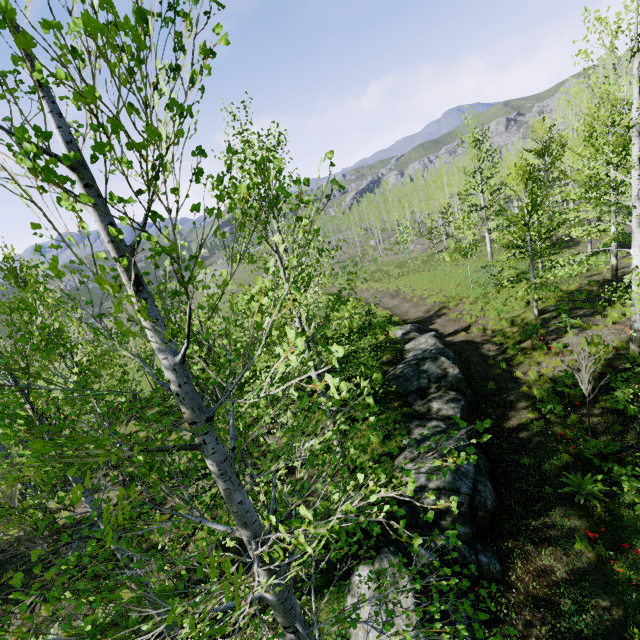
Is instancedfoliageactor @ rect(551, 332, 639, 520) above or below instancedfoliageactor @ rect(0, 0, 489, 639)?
below

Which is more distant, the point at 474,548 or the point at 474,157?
the point at 474,157

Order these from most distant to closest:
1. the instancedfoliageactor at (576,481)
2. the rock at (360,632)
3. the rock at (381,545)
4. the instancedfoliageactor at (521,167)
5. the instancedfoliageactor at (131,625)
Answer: the instancedfoliageactor at (521,167), the instancedfoliageactor at (576,481), the rock at (381,545), the rock at (360,632), the instancedfoliageactor at (131,625)

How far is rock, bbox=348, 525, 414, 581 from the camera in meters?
6.1 m

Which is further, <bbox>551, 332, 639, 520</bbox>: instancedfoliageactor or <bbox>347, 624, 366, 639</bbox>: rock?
<bbox>551, 332, 639, 520</bbox>: instancedfoliageactor

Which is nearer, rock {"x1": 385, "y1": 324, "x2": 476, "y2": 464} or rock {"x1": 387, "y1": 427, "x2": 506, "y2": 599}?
rock {"x1": 387, "y1": 427, "x2": 506, "y2": 599}

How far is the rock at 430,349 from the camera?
9.6m
